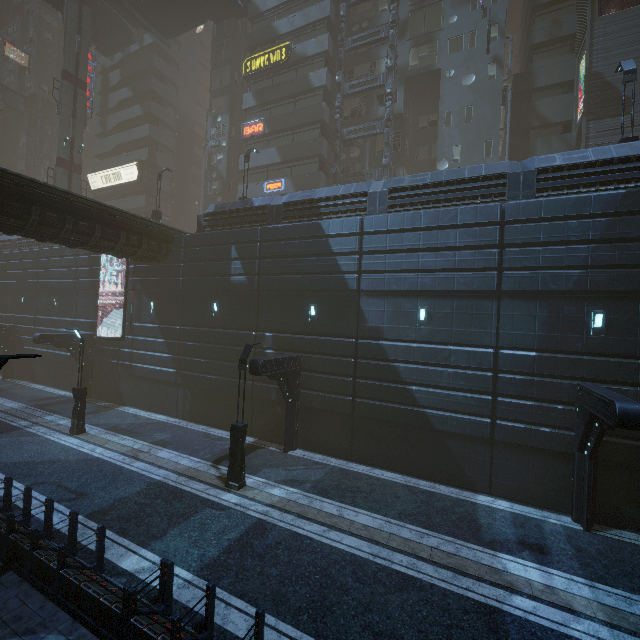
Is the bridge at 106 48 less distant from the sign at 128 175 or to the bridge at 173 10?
the bridge at 173 10

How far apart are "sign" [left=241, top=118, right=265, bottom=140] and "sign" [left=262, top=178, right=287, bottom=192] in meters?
4.4 m

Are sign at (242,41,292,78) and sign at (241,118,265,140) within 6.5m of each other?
yes

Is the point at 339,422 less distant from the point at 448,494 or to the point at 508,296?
the point at 448,494

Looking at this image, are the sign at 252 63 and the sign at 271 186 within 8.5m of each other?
no

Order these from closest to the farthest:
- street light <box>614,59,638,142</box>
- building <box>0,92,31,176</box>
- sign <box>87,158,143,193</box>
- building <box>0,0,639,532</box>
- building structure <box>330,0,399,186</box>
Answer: building <box>0,0,639,532</box>
street light <box>614,59,638,142</box>
building structure <box>330,0,399,186</box>
sign <box>87,158,143,193</box>
building <box>0,92,31,176</box>

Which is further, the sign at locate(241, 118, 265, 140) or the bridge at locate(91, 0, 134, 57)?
the bridge at locate(91, 0, 134, 57)

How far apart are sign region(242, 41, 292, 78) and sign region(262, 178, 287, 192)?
10.4 meters
